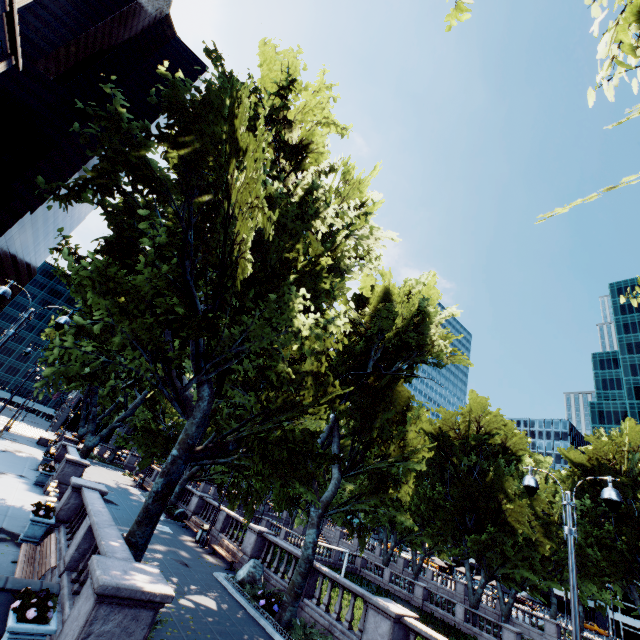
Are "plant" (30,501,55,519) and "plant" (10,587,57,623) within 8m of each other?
yes

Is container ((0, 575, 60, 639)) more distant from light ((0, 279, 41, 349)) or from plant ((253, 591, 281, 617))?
plant ((253, 591, 281, 617))

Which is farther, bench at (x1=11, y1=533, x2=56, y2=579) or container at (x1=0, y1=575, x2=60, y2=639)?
bench at (x1=11, y1=533, x2=56, y2=579)

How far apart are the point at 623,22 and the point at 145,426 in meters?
34.0 m

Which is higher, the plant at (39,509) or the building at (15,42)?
the building at (15,42)

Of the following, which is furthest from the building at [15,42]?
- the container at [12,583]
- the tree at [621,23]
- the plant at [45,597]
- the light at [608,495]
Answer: the plant at [45,597]

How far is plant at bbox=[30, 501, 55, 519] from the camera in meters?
12.0

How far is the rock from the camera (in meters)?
15.45
